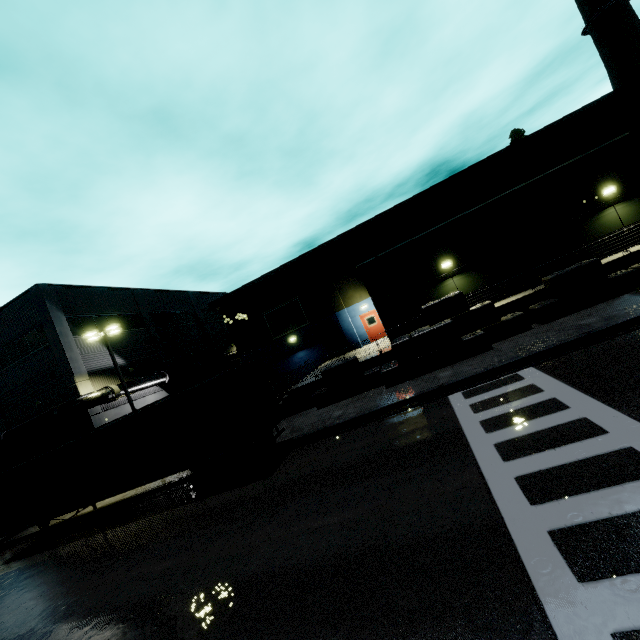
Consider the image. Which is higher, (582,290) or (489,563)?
(582,290)

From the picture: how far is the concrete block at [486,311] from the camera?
14.29m

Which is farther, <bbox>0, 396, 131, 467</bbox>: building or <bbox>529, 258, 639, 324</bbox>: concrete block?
<bbox>0, 396, 131, 467</bbox>: building

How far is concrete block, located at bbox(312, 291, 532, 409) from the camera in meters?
14.3 m

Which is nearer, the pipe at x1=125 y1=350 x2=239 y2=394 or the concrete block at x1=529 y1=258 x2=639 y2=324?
the concrete block at x1=529 y1=258 x2=639 y2=324

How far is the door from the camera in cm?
2675

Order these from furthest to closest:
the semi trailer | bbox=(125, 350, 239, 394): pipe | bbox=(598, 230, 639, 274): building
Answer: bbox=(125, 350, 239, 394): pipe < bbox=(598, 230, 639, 274): building < the semi trailer

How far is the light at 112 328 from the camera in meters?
20.8 m
